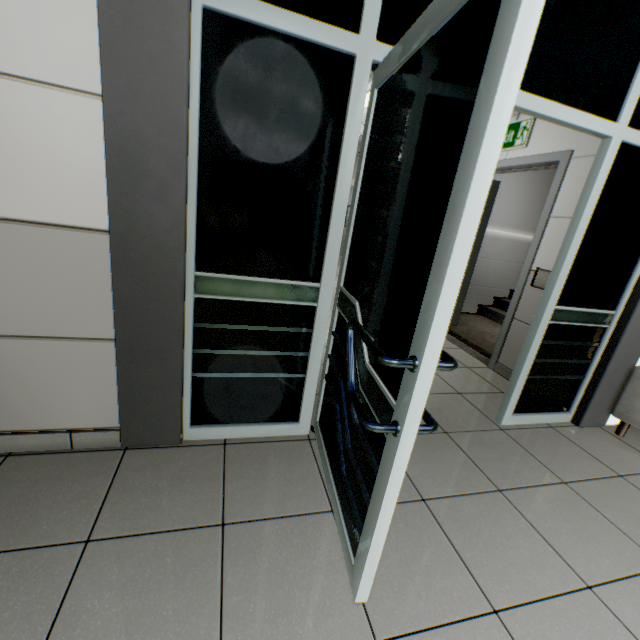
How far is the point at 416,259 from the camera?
1.0 meters

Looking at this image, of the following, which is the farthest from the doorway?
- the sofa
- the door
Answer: the door

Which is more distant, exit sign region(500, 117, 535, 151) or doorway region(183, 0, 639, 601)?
exit sign region(500, 117, 535, 151)

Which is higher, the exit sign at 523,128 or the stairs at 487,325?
the exit sign at 523,128

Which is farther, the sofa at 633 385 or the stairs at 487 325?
the stairs at 487 325

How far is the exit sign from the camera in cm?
321

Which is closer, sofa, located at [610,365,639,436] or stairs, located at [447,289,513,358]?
sofa, located at [610,365,639,436]

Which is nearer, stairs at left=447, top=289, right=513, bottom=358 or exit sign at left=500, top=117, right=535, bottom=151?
exit sign at left=500, top=117, right=535, bottom=151
